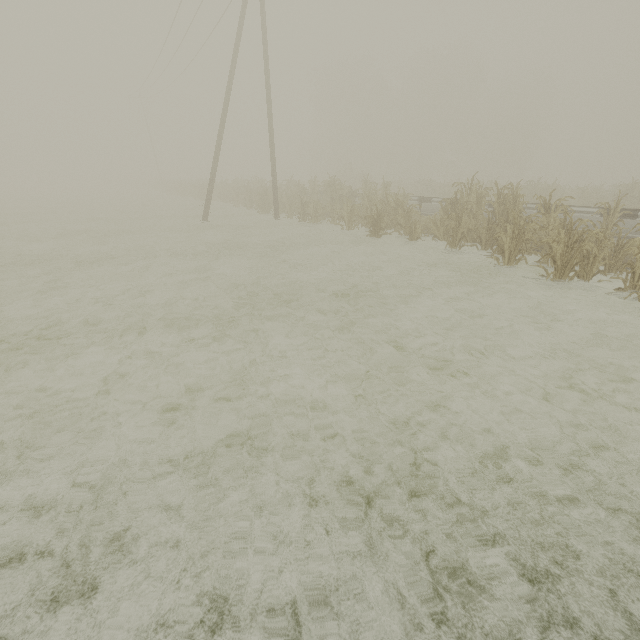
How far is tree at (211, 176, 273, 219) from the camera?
19.8 meters

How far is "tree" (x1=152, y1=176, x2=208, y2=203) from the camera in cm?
3103

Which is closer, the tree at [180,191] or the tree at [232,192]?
the tree at [232,192]

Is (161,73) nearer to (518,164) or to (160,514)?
(160,514)

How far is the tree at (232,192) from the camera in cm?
1977

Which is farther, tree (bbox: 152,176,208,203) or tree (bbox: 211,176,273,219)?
tree (bbox: 152,176,208,203)
